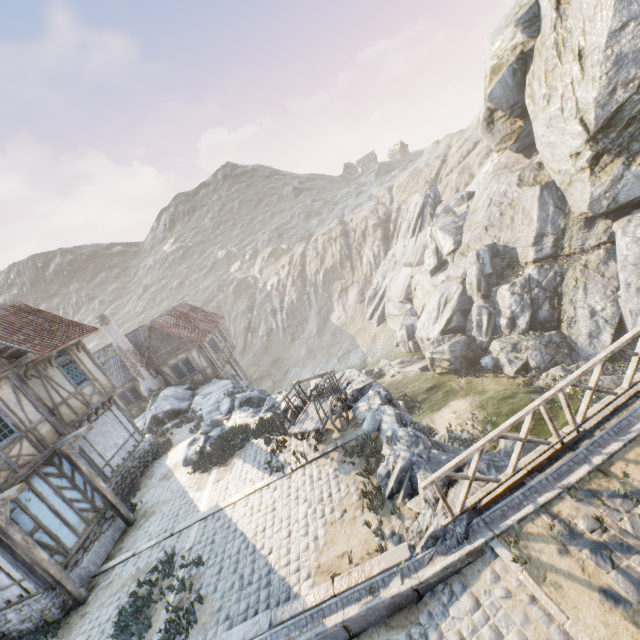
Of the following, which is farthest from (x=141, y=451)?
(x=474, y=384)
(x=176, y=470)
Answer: (x=474, y=384)

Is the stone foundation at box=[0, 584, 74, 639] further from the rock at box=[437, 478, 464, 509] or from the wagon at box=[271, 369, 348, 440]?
the wagon at box=[271, 369, 348, 440]

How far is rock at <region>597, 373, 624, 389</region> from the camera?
15.97m

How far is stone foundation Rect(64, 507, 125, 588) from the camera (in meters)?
10.09

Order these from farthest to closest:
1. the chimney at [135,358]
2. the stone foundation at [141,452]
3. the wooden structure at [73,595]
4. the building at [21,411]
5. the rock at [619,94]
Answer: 1. the chimney at [135,358]
2. the rock at [619,94]
3. the stone foundation at [141,452]
4. the building at [21,411]
5. the wooden structure at [73,595]

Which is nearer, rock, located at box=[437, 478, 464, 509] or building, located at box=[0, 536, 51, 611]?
rock, located at box=[437, 478, 464, 509]

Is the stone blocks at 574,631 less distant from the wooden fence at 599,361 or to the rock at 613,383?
the rock at 613,383

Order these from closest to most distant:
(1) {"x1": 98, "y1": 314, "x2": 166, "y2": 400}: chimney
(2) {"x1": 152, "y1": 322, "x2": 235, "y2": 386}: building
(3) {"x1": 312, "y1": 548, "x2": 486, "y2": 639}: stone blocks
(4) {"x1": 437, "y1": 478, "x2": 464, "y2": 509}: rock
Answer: (3) {"x1": 312, "y1": 548, "x2": 486, "y2": 639}: stone blocks, (4) {"x1": 437, "y1": 478, "x2": 464, "y2": 509}: rock, (1) {"x1": 98, "y1": 314, "x2": 166, "y2": 400}: chimney, (2) {"x1": 152, "y1": 322, "x2": 235, "y2": 386}: building
